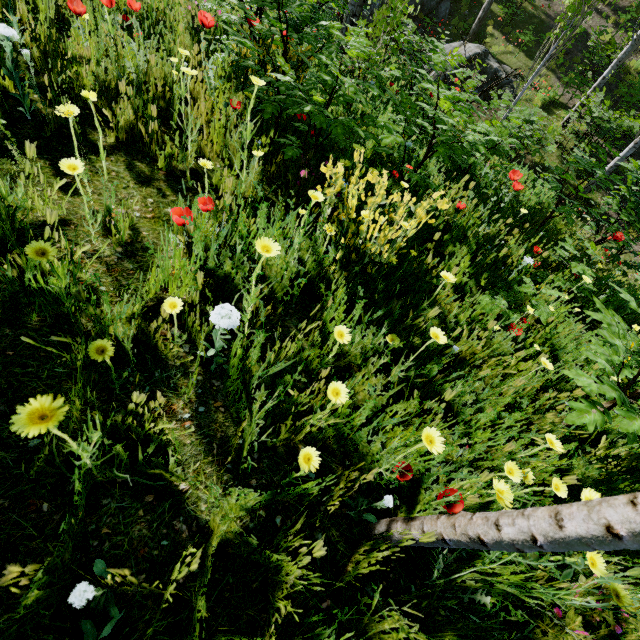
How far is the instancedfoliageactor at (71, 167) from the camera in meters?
1.3 m

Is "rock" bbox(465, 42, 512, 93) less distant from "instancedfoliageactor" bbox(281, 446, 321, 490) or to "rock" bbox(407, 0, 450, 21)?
"instancedfoliageactor" bbox(281, 446, 321, 490)

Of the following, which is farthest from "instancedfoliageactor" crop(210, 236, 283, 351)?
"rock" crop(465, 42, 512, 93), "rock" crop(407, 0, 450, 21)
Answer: "rock" crop(465, 42, 512, 93)

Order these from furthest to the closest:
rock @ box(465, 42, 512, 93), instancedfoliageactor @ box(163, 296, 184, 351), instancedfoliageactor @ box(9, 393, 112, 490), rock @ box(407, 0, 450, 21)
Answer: rock @ box(407, 0, 450, 21)
rock @ box(465, 42, 512, 93)
instancedfoliageactor @ box(163, 296, 184, 351)
instancedfoliageactor @ box(9, 393, 112, 490)

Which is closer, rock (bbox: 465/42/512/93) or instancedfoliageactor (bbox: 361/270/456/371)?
instancedfoliageactor (bbox: 361/270/456/371)

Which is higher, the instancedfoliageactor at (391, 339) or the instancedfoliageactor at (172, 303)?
the instancedfoliageactor at (172, 303)

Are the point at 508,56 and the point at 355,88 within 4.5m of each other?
no
